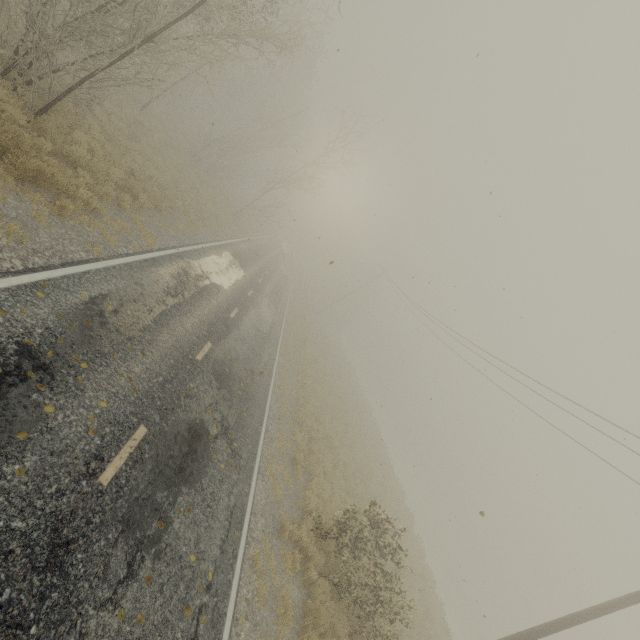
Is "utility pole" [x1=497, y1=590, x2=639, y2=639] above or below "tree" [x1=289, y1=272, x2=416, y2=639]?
above

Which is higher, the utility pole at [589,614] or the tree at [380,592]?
the utility pole at [589,614]

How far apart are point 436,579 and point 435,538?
11.63m
